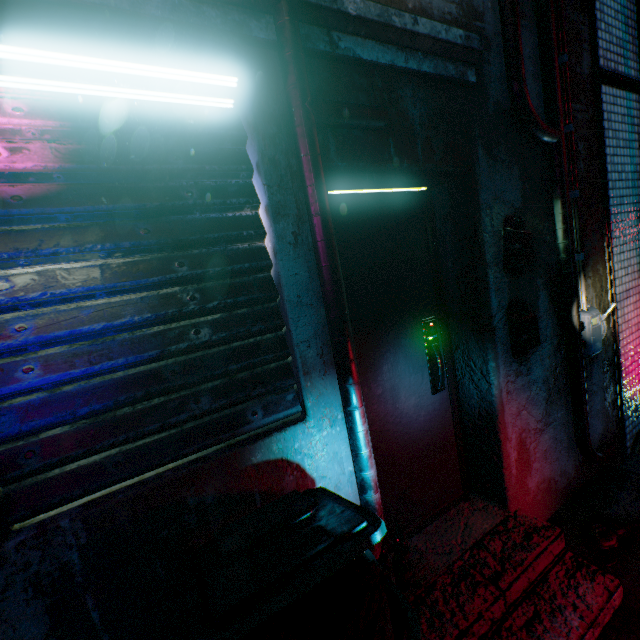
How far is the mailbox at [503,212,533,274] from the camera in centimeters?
188cm

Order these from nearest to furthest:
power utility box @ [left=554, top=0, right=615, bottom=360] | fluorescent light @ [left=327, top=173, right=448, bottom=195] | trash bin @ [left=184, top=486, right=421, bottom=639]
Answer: trash bin @ [left=184, top=486, right=421, bottom=639] → fluorescent light @ [left=327, top=173, right=448, bottom=195] → power utility box @ [left=554, top=0, right=615, bottom=360]

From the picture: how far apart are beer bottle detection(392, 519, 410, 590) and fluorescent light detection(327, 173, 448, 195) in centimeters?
176cm

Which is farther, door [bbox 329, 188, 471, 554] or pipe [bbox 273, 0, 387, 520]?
door [bbox 329, 188, 471, 554]

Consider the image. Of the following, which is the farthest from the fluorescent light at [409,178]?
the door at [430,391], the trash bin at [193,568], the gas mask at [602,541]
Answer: the gas mask at [602,541]

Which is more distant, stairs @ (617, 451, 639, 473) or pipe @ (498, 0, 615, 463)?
stairs @ (617, 451, 639, 473)

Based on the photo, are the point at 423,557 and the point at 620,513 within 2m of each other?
yes

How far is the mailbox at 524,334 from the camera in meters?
1.9 m
